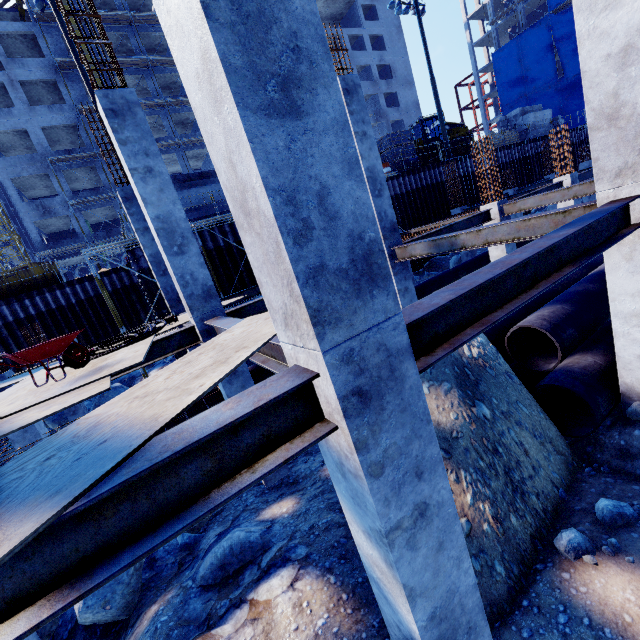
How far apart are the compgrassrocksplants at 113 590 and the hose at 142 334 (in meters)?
3.71

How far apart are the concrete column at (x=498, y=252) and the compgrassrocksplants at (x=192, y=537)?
11.09m

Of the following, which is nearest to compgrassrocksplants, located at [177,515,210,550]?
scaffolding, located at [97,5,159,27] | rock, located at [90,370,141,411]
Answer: rock, located at [90,370,141,411]

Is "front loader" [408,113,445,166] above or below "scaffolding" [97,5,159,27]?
below

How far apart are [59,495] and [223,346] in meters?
2.0

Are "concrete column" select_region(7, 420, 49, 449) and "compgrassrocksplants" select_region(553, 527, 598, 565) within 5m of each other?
no

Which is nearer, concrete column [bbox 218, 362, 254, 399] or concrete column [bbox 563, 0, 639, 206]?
concrete column [bbox 563, 0, 639, 206]

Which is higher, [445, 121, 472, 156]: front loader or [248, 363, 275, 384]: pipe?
[445, 121, 472, 156]: front loader
